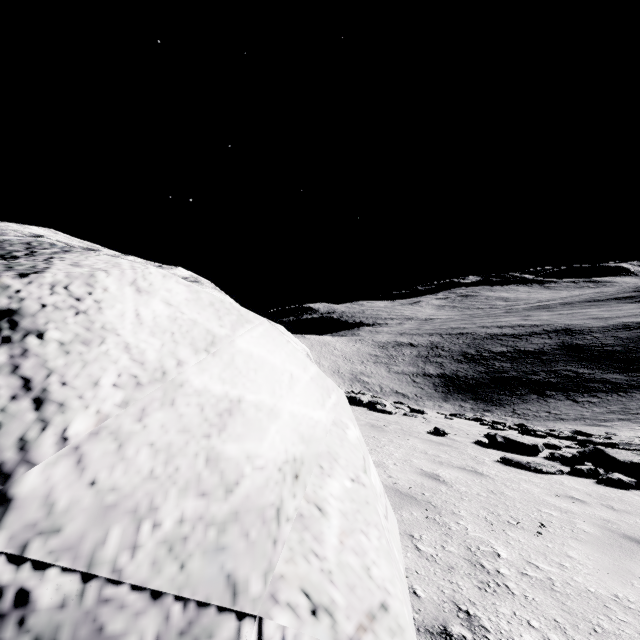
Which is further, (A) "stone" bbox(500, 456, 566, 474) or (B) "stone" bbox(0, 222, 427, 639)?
(A) "stone" bbox(500, 456, 566, 474)

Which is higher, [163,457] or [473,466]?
[163,457]

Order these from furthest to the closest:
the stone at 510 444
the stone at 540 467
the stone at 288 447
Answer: the stone at 510 444 < the stone at 540 467 < the stone at 288 447

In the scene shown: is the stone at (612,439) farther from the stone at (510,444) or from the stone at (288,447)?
the stone at (288,447)

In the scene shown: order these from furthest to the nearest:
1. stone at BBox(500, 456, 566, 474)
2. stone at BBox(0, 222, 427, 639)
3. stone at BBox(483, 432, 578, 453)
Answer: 1. stone at BBox(483, 432, 578, 453)
2. stone at BBox(500, 456, 566, 474)
3. stone at BBox(0, 222, 427, 639)

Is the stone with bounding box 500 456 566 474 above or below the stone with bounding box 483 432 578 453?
above

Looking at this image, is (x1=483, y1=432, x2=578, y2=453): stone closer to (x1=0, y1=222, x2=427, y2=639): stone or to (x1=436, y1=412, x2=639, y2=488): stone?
(x1=436, y1=412, x2=639, y2=488): stone

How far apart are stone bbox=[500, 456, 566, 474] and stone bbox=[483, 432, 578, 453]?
1.30m
